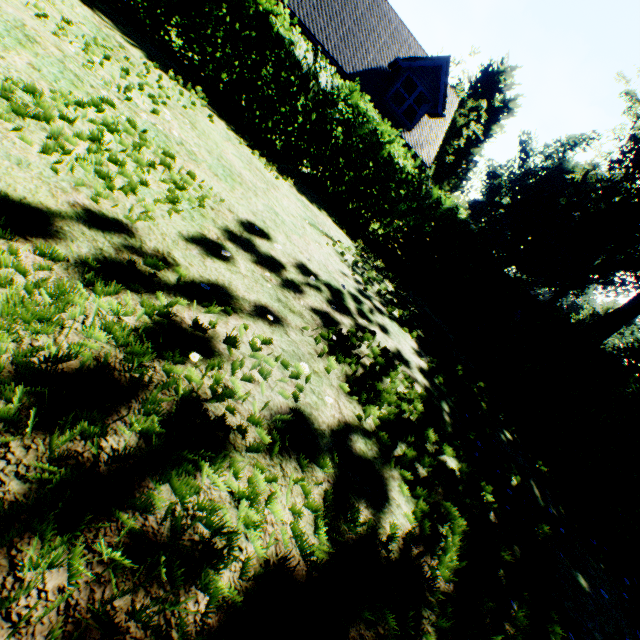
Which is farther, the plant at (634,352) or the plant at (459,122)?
the plant at (459,122)

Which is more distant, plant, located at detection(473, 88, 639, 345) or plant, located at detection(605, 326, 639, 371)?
plant, located at detection(605, 326, 639, 371)

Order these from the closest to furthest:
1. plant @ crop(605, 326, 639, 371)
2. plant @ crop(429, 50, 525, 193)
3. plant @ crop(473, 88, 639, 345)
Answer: plant @ crop(473, 88, 639, 345), plant @ crop(605, 326, 639, 371), plant @ crop(429, 50, 525, 193)

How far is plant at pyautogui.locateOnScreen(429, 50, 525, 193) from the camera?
40.7m

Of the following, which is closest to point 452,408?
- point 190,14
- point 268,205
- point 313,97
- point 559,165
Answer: point 268,205
